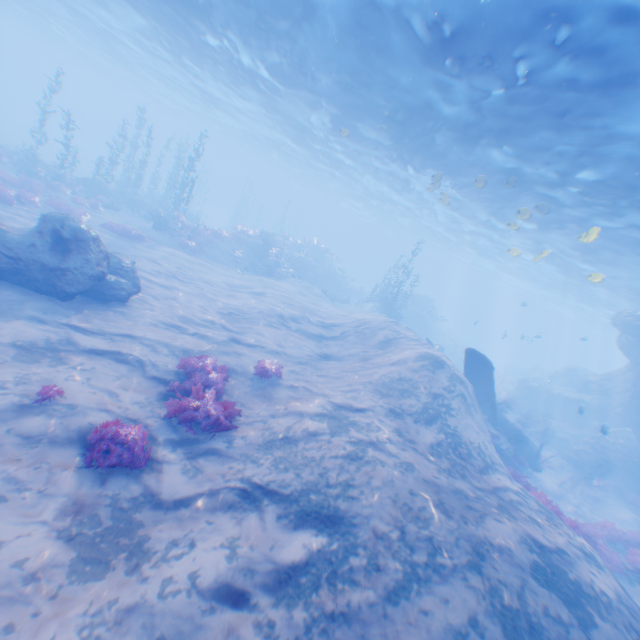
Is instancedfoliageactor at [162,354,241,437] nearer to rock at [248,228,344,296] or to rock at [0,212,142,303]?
rock at [0,212,142,303]

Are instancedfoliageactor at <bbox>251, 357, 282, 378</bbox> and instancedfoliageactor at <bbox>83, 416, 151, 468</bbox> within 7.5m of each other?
yes

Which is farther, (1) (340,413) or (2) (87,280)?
(2) (87,280)

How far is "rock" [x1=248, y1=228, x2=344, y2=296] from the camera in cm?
2789

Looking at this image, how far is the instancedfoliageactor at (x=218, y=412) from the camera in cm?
768

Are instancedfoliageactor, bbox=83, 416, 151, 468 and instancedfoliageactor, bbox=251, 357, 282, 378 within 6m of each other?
yes

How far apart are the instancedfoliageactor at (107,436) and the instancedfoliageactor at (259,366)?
4.1 meters

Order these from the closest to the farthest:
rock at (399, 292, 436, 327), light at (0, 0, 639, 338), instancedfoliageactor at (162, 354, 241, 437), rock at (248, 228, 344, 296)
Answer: instancedfoliageactor at (162, 354, 241, 437) < light at (0, 0, 639, 338) < rock at (248, 228, 344, 296) < rock at (399, 292, 436, 327)
